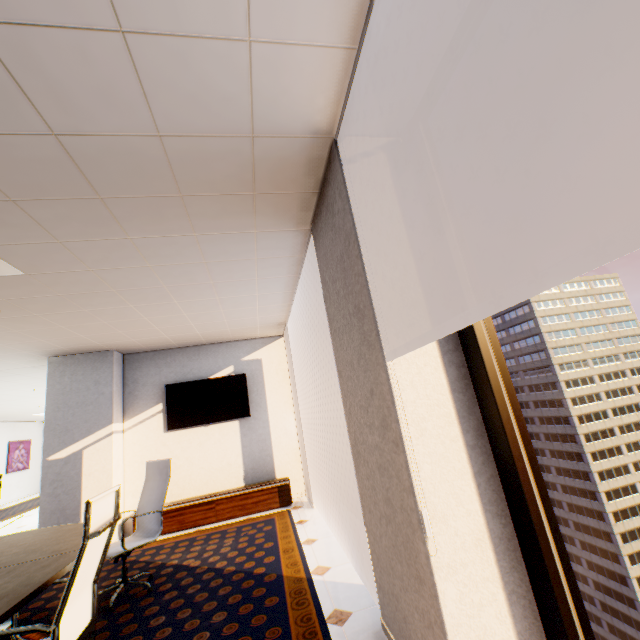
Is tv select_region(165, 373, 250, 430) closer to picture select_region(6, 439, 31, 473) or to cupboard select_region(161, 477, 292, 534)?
cupboard select_region(161, 477, 292, 534)

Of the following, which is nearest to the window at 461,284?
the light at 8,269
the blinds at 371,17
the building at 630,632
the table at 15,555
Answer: the blinds at 371,17

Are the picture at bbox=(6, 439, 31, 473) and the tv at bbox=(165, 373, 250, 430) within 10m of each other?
no

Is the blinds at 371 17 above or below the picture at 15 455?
above

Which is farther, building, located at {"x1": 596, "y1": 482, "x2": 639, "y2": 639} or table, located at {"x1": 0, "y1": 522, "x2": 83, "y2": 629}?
building, located at {"x1": 596, "y1": 482, "x2": 639, "y2": 639}

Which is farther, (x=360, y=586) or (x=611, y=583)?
(x=611, y=583)

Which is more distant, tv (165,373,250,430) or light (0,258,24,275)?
tv (165,373,250,430)

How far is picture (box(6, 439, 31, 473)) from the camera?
12.52m
